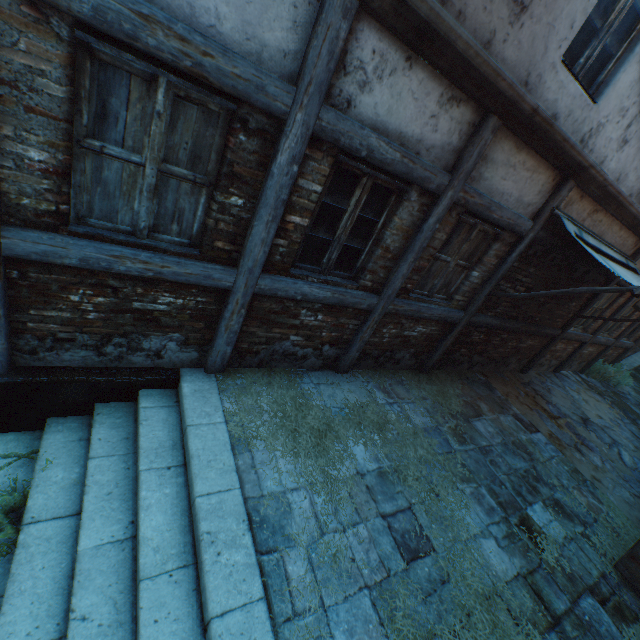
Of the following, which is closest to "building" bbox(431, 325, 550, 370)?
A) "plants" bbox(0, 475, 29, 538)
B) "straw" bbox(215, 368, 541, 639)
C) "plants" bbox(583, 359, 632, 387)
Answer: "straw" bbox(215, 368, 541, 639)

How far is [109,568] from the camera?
2.5m

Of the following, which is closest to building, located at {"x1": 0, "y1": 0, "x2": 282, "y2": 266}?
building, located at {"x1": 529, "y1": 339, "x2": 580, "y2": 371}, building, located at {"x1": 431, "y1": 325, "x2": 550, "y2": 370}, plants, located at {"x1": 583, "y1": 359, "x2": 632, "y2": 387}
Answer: plants, located at {"x1": 583, "y1": 359, "x2": 632, "y2": 387}

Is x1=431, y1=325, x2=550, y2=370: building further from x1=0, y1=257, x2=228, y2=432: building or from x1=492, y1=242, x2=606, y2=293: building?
x1=0, y1=257, x2=228, y2=432: building

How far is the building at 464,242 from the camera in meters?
4.3 m

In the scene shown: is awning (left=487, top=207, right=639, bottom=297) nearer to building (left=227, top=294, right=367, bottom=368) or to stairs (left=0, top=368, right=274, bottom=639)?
building (left=227, top=294, right=367, bottom=368)

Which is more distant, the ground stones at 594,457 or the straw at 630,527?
the ground stones at 594,457

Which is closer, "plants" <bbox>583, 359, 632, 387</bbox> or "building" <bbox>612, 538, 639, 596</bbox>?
"building" <bbox>612, 538, 639, 596</bbox>
